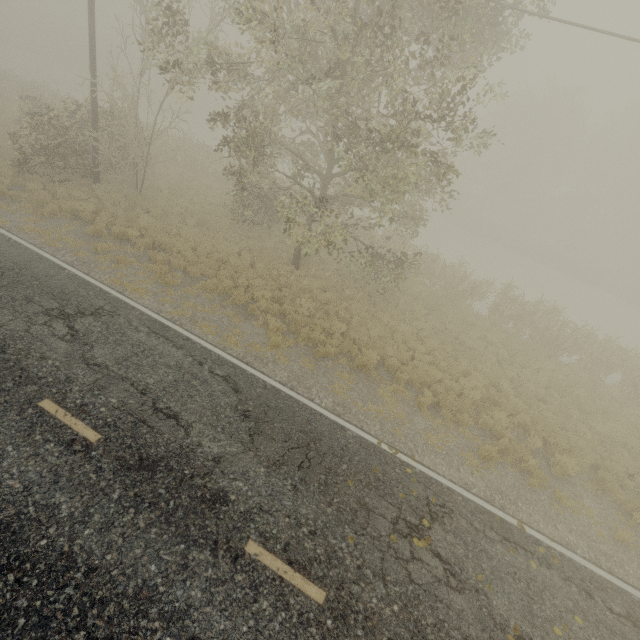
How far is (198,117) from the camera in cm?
5112
